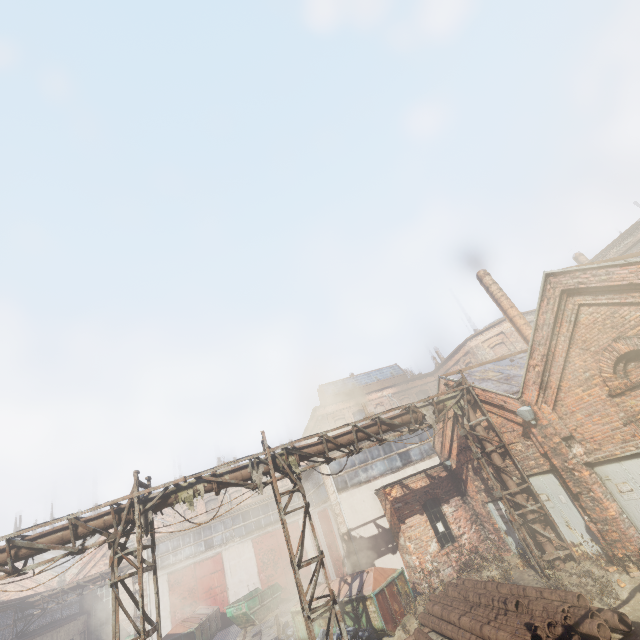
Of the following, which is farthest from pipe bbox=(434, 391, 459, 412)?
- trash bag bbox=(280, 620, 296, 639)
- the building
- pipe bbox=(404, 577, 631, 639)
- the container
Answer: the container

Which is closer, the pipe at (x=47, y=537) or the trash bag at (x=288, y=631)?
the pipe at (x=47, y=537)

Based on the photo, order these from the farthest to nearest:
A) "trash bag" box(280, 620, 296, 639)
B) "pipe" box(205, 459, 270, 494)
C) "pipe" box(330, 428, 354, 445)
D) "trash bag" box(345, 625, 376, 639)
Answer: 1. "trash bag" box(280, 620, 296, 639)
2. "pipe" box(330, 428, 354, 445)
3. "trash bag" box(345, 625, 376, 639)
4. "pipe" box(205, 459, 270, 494)

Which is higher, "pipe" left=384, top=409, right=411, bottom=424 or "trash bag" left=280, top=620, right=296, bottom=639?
"pipe" left=384, top=409, right=411, bottom=424

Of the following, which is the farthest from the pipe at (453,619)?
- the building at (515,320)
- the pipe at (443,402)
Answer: the building at (515,320)

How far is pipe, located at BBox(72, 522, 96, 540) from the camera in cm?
889

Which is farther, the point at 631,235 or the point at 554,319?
the point at 631,235

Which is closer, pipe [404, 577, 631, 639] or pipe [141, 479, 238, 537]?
pipe [404, 577, 631, 639]
